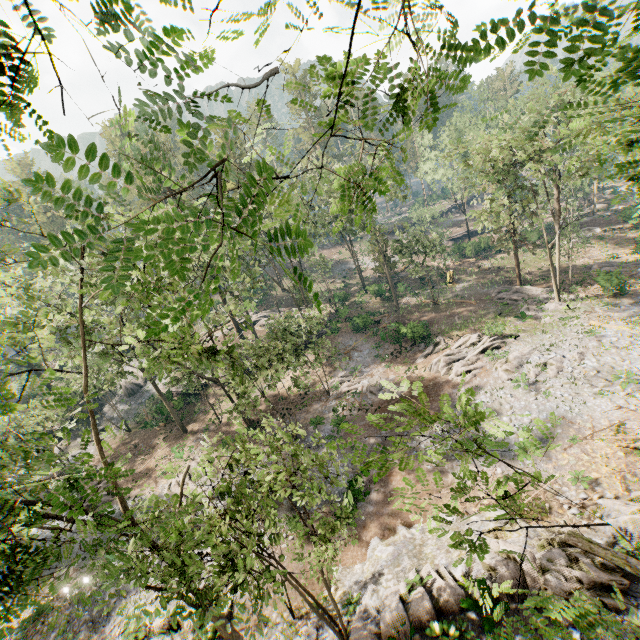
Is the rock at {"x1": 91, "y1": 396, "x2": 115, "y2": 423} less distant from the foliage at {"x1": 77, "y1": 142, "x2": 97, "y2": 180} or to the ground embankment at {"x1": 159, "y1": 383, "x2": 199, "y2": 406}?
the foliage at {"x1": 77, "y1": 142, "x2": 97, "y2": 180}

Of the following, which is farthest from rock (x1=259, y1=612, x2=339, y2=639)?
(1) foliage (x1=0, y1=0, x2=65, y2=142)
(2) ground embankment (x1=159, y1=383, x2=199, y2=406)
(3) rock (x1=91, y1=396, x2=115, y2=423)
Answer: (3) rock (x1=91, y1=396, x2=115, y2=423)

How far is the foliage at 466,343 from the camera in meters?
26.1 m

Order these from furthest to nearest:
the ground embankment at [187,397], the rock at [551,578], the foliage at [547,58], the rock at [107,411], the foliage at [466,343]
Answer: the rock at [107,411] → the ground embankment at [187,397] → the foliage at [466,343] → the rock at [551,578] → the foliage at [547,58]

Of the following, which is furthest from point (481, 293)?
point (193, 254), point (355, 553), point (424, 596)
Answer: point (424, 596)

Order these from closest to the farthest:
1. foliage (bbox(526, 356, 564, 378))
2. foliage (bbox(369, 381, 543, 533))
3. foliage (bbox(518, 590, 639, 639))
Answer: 1. foliage (bbox(518, 590, 639, 639))
2. foliage (bbox(369, 381, 543, 533))
3. foliage (bbox(526, 356, 564, 378))

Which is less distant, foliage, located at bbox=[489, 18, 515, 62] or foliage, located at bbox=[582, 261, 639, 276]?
foliage, located at bbox=[489, 18, 515, 62]

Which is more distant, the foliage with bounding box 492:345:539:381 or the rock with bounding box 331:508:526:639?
the foliage with bounding box 492:345:539:381
